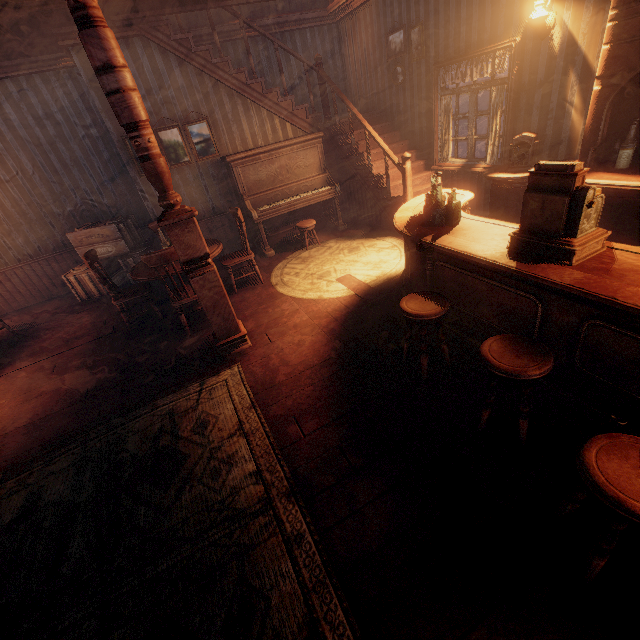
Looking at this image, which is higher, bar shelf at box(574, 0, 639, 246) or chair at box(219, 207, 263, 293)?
bar shelf at box(574, 0, 639, 246)

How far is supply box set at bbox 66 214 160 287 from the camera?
6.12m

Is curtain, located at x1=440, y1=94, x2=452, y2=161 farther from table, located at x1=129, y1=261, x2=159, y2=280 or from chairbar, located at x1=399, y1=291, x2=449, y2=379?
table, located at x1=129, y1=261, x2=159, y2=280

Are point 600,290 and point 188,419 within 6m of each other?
yes

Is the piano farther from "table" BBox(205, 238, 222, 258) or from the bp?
the bp

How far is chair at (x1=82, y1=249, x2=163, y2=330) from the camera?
4.52m

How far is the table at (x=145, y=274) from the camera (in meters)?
4.38

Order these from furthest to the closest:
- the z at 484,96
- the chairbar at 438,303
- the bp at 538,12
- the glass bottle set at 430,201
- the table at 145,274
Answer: the z at 484,96, the table at 145,274, the bp at 538,12, the glass bottle set at 430,201, the chairbar at 438,303
